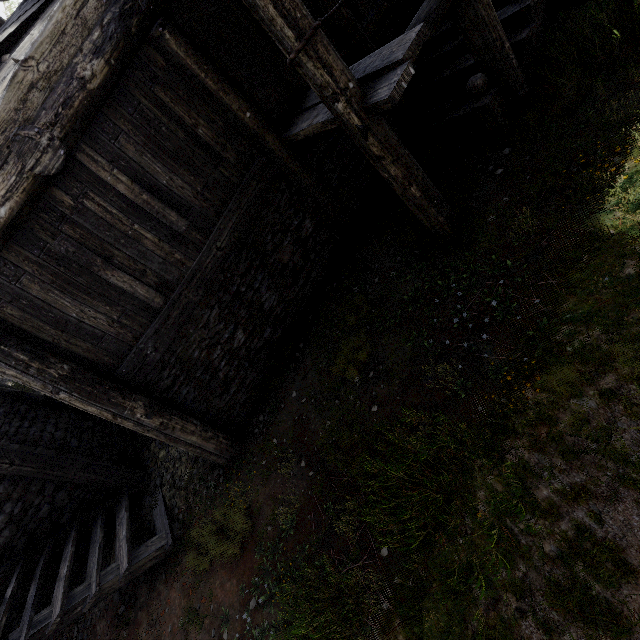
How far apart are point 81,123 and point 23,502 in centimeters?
763cm
